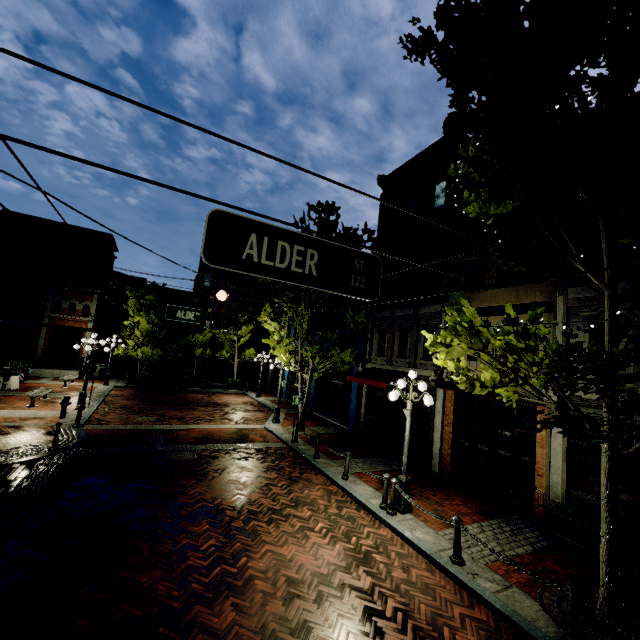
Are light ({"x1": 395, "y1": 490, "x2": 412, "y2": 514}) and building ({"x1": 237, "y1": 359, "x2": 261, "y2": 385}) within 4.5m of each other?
no

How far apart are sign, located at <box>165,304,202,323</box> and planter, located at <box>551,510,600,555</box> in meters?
10.8 m

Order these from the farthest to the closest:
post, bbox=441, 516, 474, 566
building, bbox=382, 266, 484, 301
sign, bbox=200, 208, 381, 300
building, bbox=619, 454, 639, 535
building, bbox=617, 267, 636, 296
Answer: building, bbox=382, 266, 484, 301
building, bbox=617, 267, 636, 296
building, bbox=619, 454, 639, 535
post, bbox=441, 516, 474, 566
sign, bbox=200, 208, 381, 300

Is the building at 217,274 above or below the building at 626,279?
above

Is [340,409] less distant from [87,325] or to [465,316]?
[465,316]

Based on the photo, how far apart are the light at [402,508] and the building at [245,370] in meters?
29.2

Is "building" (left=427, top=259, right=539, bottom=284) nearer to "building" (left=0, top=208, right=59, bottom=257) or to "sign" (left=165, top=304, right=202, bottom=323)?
"sign" (left=165, top=304, right=202, bottom=323)

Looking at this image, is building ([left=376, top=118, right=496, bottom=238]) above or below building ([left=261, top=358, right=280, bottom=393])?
above
